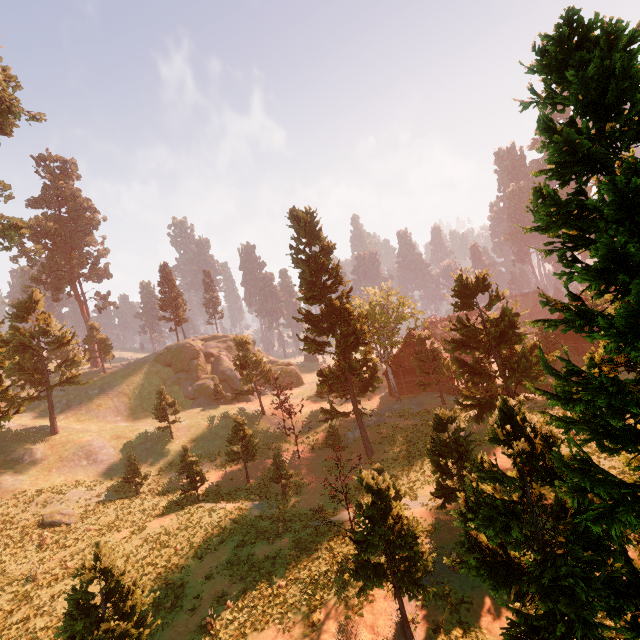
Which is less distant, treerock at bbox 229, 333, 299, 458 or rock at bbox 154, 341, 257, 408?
treerock at bbox 229, 333, 299, 458

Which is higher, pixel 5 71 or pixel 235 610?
pixel 5 71

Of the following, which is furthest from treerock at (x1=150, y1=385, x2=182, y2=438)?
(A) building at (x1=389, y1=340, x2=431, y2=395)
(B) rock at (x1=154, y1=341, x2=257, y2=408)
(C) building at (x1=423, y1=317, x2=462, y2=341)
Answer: (B) rock at (x1=154, y1=341, x2=257, y2=408)

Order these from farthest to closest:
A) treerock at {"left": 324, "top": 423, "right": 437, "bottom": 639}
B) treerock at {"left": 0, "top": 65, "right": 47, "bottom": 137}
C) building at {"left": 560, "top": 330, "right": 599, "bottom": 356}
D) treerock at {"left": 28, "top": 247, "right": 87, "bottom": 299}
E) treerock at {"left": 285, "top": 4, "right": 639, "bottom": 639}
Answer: treerock at {"left": 28, "top": 247, "right": 87, "bottom": 299} < building at {"left": 560, "top": 330, "right": 599, "bottom": 356} < treerock at {"left": 0, "top": 65, "right": 47, "bottom": 137} < treerock at {"left": 324, "top": 423, "right": 437, "bottom": 639} < treerock at {"left": 285, "top": 4, "right": 639, "bottom": 639}

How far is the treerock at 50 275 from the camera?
55.3 meters

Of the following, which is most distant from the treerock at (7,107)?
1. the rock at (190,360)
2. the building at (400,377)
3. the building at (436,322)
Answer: the rock at (190,360)

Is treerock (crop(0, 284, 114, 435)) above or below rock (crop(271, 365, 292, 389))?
above

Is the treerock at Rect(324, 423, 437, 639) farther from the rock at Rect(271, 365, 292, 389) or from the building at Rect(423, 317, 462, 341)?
the rock at Rect(271, 365, 292, 389)
